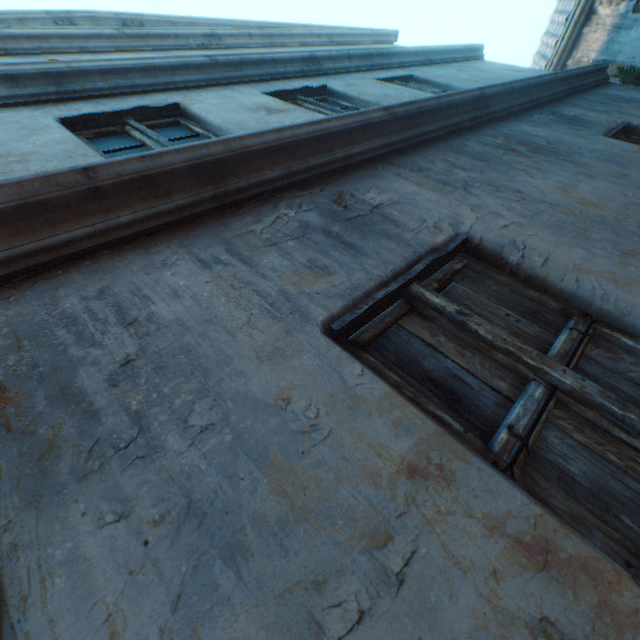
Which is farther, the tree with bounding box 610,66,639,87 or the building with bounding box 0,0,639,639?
the tree with bounding box 610,66,639,87

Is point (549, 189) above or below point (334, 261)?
below

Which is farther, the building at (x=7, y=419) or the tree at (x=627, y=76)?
the tree at (x=627, y=76)
